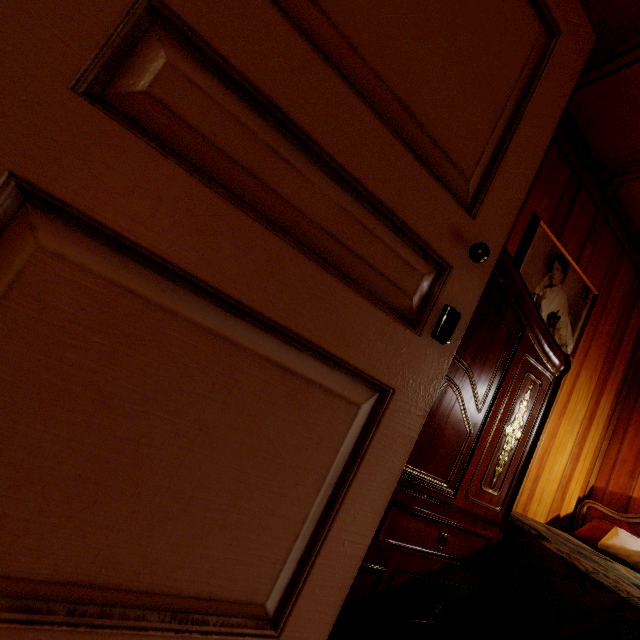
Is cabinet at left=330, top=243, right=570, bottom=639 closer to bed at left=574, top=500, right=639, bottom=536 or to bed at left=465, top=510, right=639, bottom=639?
bed at left=465, top=510, right=639, bottom=639

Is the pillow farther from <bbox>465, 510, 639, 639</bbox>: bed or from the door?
the door

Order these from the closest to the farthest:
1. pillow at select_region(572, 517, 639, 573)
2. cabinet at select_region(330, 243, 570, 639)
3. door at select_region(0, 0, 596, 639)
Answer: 1. door at select_region(0, 0, 596, 639)
2. cabinet at select_region(330, 243, 570, 639)
3. pillow at select_region(572, 517, 639, 573)

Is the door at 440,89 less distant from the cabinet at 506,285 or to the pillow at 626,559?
the cabinet at 506,285

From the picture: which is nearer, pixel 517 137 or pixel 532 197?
pixel 517 137

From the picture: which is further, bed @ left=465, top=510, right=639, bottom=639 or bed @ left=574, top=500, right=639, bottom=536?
bed @ left=574, top=500, right=639, bottom=536

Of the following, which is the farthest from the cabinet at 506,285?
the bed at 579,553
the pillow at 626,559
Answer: the pillow at 626,559

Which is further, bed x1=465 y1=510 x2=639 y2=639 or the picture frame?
the picture frame
